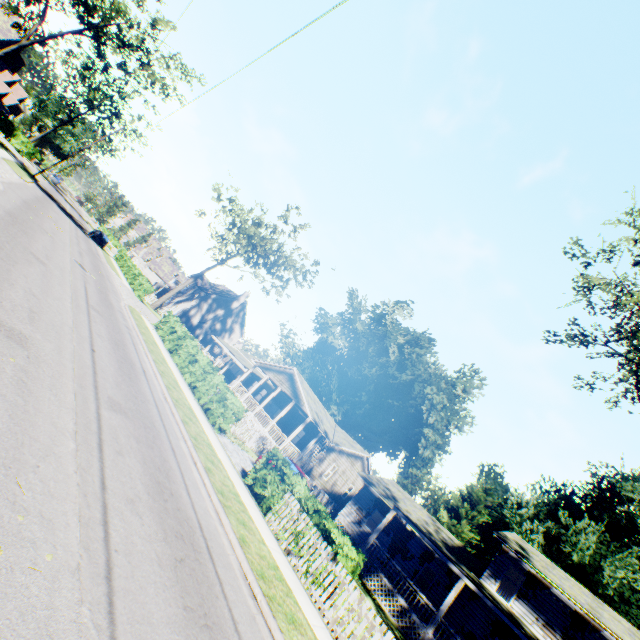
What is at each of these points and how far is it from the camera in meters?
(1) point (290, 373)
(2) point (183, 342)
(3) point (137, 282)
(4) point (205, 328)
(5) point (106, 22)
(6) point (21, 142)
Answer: (1) flat, 30.7 m
(2) hedge, 22.6 m
(3) hedge, 35.6 m
(4) chimney, 51.6 m
(5) tree, 27.2 m
(6) hedge, 48.8 m

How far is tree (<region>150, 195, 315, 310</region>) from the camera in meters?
38.4 m

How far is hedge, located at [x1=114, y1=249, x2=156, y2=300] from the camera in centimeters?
3401cm

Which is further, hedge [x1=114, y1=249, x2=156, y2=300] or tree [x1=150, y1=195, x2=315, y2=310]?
tree [x1=150, y1=195, x2=315, y2=310]

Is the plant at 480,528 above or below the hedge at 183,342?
above

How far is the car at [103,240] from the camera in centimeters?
4184cm

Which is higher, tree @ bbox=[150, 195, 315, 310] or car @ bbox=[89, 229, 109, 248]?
tree @ bbox=[150, 195, 315, 310]

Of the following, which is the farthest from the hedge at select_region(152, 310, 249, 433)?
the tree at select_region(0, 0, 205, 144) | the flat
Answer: the tree at select_region(0, 0, 205, 144)
